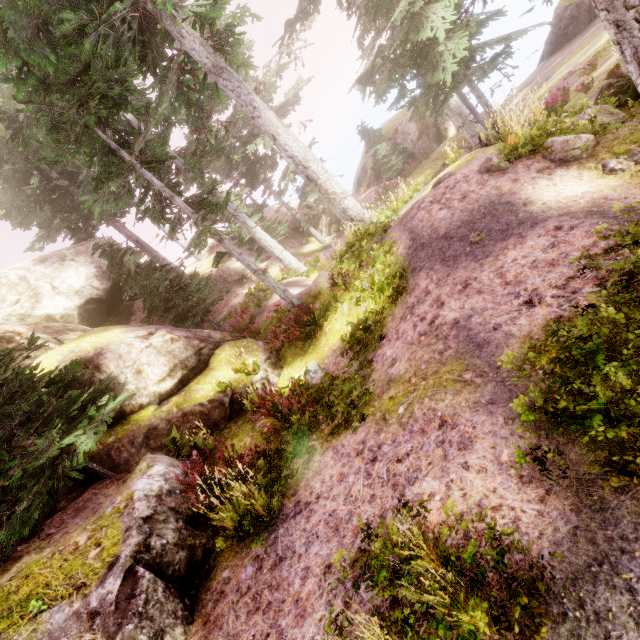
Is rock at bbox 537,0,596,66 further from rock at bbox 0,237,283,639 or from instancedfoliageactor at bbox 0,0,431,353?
rock at bbox 0,237,283,639

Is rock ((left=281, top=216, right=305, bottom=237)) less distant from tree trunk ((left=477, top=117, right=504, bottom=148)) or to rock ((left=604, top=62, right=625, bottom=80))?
tree trunk ((left=477, top=117, right=504, bottom=148))

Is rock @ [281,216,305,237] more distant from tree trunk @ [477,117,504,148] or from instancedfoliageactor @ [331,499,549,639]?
tree trunk @ [477,117,504,148]

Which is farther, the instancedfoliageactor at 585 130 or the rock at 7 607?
the instancedfoliageactor at 585 130

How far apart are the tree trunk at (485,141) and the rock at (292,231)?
13.7m

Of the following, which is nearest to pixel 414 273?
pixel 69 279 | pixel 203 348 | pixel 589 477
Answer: pixel 589 477

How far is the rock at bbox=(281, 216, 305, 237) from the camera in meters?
25.4 m

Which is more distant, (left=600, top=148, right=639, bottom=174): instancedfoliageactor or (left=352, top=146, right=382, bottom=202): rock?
(left=352, top=146, right=382, bottom=202): rock
